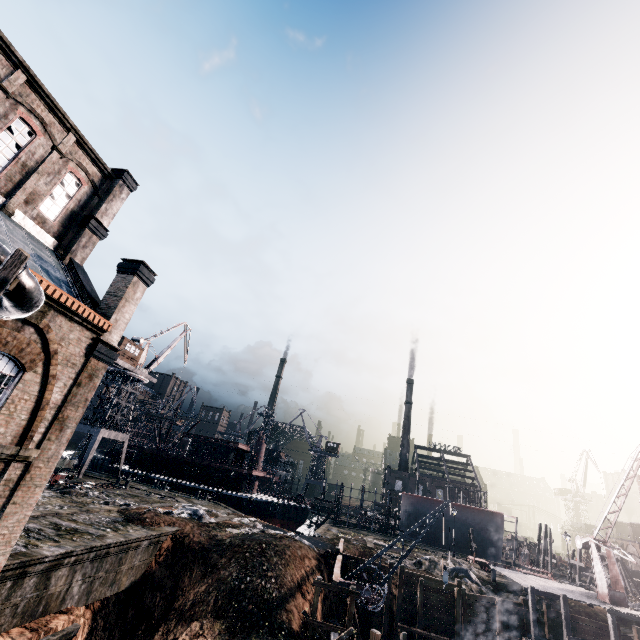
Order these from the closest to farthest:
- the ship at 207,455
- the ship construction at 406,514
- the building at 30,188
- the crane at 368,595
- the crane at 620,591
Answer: the building at 30,188
the crane at 368,595
the crane at 620,591
the ship at 207,455
the ship construction at 406,514

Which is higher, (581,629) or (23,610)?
(581,629)

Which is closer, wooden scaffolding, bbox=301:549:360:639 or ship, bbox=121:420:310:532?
wooden scaffolding, bbox=301:549:360:639

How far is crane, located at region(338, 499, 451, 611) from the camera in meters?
19.6 m

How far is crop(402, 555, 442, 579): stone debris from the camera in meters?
31.7

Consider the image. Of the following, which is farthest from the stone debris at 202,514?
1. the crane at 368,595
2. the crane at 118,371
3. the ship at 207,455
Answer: the ship at 207,455

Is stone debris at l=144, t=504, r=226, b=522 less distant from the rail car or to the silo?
the rail car

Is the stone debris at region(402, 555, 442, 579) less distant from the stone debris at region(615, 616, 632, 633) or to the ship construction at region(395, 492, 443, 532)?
the stone debris at region(615, 616, 632, 633)
